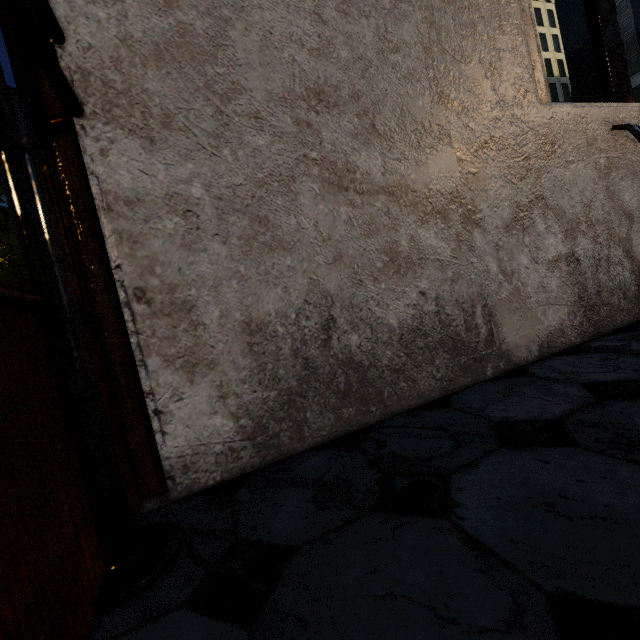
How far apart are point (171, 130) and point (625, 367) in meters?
1.5 m

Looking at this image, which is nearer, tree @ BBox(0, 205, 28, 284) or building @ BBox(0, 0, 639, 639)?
building @ BBox(0, 0, 639, 639)

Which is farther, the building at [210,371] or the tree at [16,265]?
the tree at [16,265]

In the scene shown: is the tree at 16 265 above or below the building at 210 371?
above

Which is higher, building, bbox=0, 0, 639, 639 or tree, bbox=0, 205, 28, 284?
tree, bbox=0, 205, 28, 284
